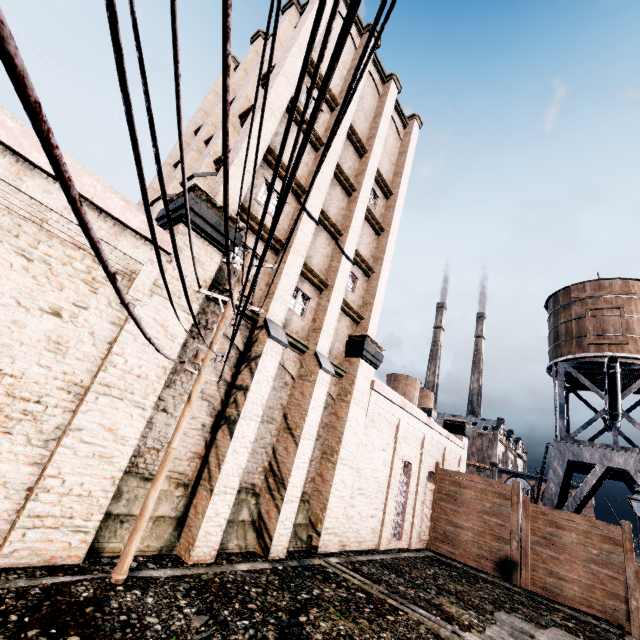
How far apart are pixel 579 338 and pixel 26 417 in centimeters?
3261cm

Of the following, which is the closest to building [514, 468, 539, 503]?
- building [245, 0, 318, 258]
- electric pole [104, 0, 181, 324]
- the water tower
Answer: building [245, 0, 318, 258]

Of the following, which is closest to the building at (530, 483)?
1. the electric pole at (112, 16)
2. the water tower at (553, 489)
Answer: the water tower at (553, 489)

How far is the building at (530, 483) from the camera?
57.3m

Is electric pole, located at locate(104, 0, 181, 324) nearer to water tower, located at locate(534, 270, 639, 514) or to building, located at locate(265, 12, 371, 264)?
building, located at locate(265, 12, 371, 264)

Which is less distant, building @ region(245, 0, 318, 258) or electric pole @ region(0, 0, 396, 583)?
electric pole @ region(0, 0, 396, 583)

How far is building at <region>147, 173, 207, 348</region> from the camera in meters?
9.1
